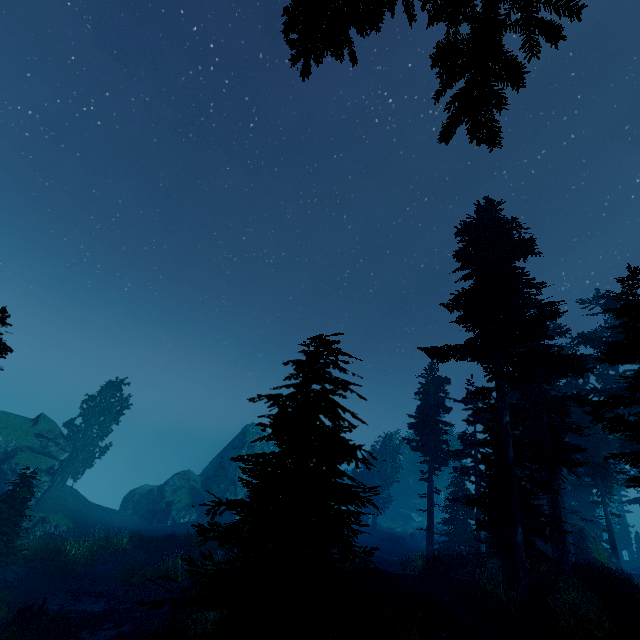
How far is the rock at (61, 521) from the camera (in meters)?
24.69

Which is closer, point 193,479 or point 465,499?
point 465,499

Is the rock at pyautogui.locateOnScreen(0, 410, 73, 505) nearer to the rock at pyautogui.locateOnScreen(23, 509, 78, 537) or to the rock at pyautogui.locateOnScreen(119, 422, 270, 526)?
the rock at pyautogui.locateOnScreen(23, 509, 78, 537)

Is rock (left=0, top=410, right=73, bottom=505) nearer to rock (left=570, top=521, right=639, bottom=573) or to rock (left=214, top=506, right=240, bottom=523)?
rock (left=214, top=506, right=240, bottom=523)

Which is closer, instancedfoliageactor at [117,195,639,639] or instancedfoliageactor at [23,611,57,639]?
instancedfoliageactor at [117,195,639,639]

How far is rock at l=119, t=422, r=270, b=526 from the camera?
40.0 meters

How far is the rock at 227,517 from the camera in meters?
38.9

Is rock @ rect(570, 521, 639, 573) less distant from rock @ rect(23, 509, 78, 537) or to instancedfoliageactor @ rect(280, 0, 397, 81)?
instancedfoliageactor @ rect(280, 0, 397, 81)
